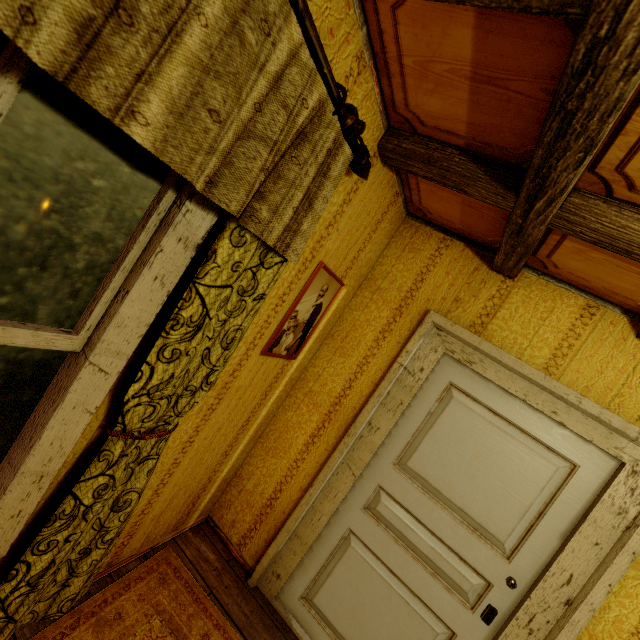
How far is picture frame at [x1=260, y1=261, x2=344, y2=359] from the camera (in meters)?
1.83

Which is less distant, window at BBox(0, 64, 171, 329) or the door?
window at BBox(0, 64, 171, 329)

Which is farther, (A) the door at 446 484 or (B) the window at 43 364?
(A) the door at 446 484

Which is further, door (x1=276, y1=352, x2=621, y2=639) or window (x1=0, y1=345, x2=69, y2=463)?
door (x1=276, y1=352, x2=621, y2=639)

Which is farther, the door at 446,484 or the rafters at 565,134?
the door at 446,484

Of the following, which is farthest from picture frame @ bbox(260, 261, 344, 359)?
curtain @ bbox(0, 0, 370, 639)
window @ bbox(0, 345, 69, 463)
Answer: window @ bbox(0, 345, 69, 463)

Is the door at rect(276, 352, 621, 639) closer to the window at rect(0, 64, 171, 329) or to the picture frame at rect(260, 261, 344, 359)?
the picture frame at rect(260, 261, 344, 359)

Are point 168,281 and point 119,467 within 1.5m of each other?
yes
